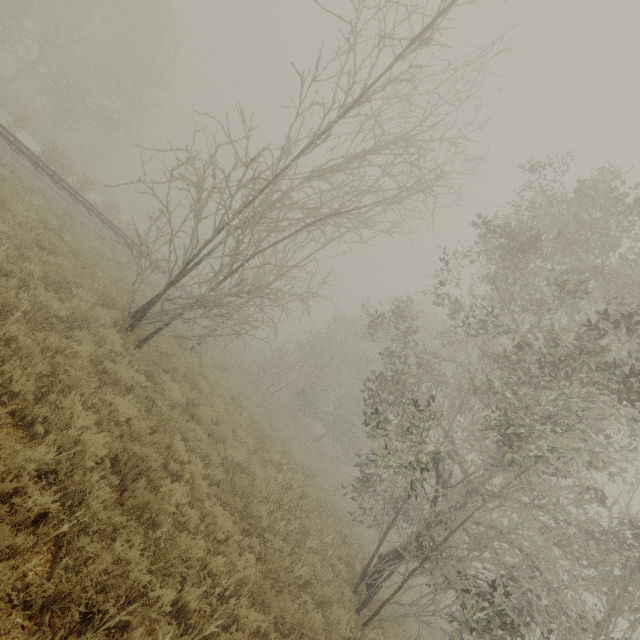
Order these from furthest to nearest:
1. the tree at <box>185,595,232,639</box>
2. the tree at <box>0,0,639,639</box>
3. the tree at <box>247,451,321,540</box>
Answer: the tree at <box>247,451,321,540</box> → the tree at <box>0,0,639,639</box> → the tree at <box>185,595,232,639</box>

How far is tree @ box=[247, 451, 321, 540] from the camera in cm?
766

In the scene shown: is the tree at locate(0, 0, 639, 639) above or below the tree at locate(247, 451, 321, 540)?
above

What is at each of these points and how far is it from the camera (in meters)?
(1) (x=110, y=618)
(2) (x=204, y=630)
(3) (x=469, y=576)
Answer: (1) tree, 3.12
(2) tree, 3.96
(3) tree, 6.79

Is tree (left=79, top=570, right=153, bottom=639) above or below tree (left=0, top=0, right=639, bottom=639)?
below

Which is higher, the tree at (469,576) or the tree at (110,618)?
the tree at (469,576)

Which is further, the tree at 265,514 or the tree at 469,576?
the tree at 265,514
